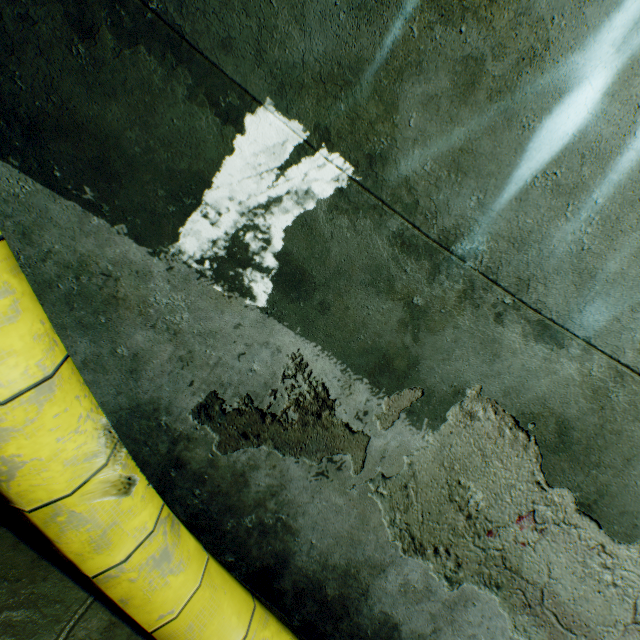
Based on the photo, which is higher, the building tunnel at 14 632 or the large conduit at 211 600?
the large conduit at 211 600

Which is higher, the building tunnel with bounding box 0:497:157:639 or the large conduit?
the large conduit

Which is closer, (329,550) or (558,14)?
(558,14)

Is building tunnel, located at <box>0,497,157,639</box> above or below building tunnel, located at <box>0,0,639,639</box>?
below

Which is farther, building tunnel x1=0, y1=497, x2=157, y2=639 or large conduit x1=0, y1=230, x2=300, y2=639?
building tunnel x1=0, y1=497, x2=157, y2=639

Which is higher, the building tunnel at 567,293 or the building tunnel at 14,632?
the building tunnel at 567,293
